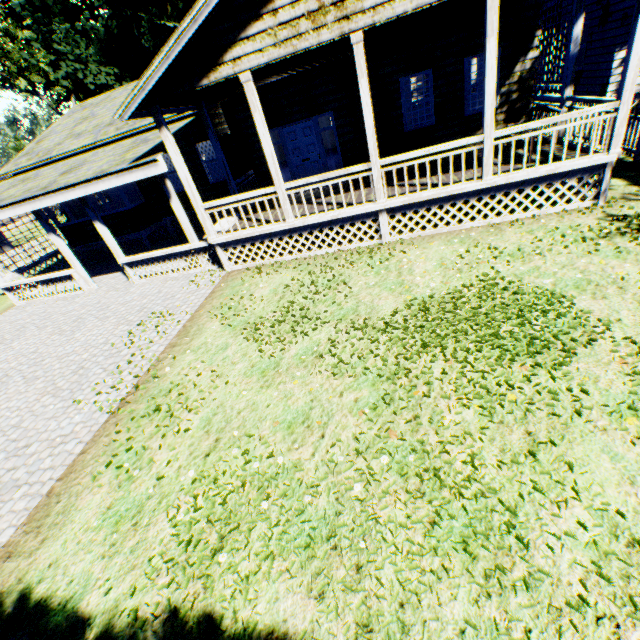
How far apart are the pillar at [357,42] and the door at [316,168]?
4.1m

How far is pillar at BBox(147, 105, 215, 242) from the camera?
7.9m

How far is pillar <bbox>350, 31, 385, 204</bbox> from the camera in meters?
6.5

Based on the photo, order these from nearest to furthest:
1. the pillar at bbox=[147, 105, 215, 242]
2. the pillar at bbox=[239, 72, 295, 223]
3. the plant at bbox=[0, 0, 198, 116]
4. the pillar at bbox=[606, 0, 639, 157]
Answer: the pillar at bbox=[606, 0, 639, 157], the pillar at bbox=[239, 72, 295, 223], the pillar at bbox=[147, 105, 215, 242], the plant at bbox=[0, 0, 198, 116]

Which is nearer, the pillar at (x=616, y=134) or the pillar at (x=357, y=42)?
the pillar at (x=616, y=134)

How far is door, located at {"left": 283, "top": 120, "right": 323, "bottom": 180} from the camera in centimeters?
1093cm

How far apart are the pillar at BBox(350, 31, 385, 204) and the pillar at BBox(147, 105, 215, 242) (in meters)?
4.75

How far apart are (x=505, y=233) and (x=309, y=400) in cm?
622
